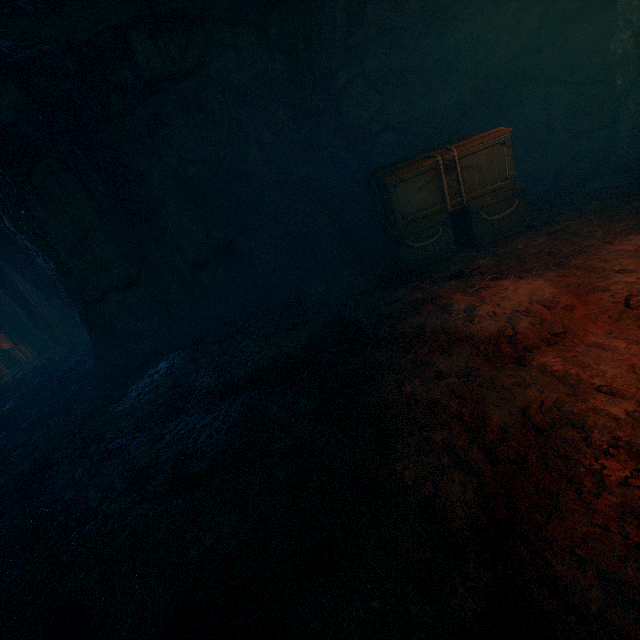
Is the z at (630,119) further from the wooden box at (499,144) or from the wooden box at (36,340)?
the wooden box at (36,340)

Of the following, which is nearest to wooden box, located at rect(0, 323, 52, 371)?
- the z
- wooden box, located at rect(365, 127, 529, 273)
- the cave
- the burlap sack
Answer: the cave

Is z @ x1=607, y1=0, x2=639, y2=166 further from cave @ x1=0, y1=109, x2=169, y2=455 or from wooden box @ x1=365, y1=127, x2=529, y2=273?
cave @ x1=0, y1=109, x2=169, y2=455

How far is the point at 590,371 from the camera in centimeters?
267cm

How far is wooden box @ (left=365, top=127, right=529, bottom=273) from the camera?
5.13m

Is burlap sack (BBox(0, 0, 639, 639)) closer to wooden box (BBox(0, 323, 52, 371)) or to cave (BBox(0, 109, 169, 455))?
cave (BBox(0, 109, 169, 455))

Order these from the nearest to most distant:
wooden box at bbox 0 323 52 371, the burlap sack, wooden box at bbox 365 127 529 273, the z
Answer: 1. the burlap sack
2. wooden box at bbox 365 127 529 273
3. the z
4. wooden box at bbox 0 323 52 371

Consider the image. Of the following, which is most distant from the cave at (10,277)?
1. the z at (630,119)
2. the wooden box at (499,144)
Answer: the z at (630,119)
